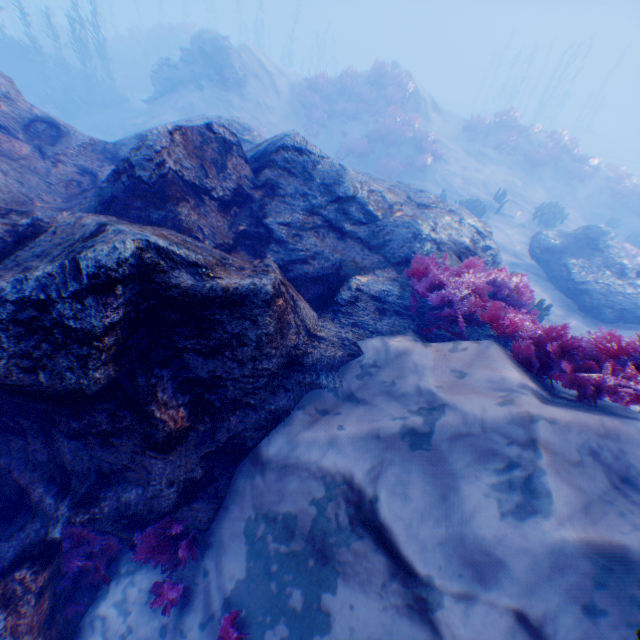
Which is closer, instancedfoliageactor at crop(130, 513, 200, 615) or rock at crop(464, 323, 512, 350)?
instancedfoliageactor at crop(130, 513, 200, 615)

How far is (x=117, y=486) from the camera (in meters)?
3.39

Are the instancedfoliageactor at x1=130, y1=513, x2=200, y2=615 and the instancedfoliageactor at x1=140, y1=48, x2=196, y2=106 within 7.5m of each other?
no

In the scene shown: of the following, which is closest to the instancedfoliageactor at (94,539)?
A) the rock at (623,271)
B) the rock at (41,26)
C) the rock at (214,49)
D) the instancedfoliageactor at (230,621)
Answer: the rock at (214,49)

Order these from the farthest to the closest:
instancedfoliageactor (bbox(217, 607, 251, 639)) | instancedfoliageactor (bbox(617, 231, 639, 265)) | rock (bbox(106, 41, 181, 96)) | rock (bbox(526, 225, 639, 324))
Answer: rock (bbox(106, 41, 181, 96)) → instancedfoliageactor (bbox(617, 231, 639, 265)) → rock (bbox(526, 225, 639, 324)) → instancedfoliageactor (bbox(217, 607, 251, 639))

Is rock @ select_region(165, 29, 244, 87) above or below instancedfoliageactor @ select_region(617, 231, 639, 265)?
above

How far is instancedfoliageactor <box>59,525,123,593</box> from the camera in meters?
3.6

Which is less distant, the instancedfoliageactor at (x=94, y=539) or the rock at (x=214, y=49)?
the instancedfoliageactor at (x=94, y=539)
